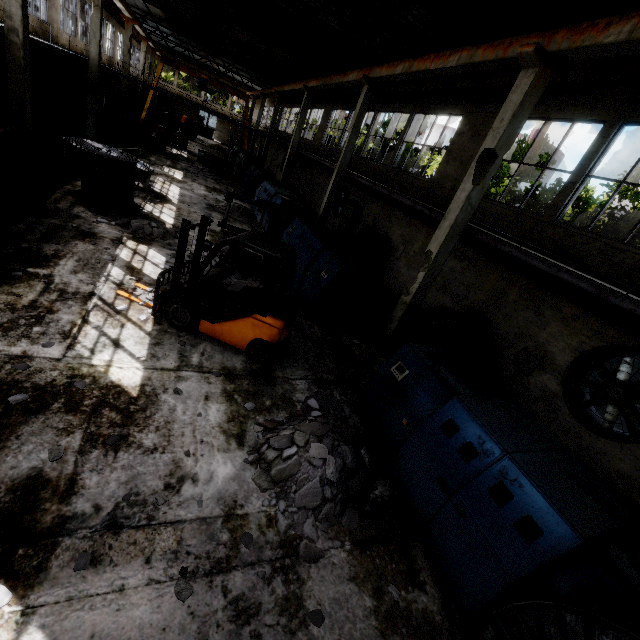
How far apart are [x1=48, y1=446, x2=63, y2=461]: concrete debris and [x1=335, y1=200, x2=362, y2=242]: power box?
17.4 meters

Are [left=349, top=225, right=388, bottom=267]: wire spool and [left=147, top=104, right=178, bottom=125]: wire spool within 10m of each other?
no

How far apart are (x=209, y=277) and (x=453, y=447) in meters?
5.4 m

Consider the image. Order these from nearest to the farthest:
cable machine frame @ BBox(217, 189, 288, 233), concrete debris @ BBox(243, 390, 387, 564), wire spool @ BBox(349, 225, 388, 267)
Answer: concrete debris @ BBox(243, 390, 387, 564) → cable machine frame @ BBox(217, 189, 288, 233) → wire spool @ BBox(349, 225, 388, 267)

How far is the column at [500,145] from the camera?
7.2 meters

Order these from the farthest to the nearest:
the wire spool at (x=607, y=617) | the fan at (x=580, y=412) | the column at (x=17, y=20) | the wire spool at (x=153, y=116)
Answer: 1. the wire spool at (x=153, y=116)
2. the column at (x=17, y=20)
3. the fan at (x=580, y=412)
4. the wire spool at (x=607, y=617)

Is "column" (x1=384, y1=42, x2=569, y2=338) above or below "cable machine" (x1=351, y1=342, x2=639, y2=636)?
above

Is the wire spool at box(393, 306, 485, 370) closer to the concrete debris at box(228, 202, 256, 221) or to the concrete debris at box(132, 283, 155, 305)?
the concrete debris at box(132, 283, 155, 305)
